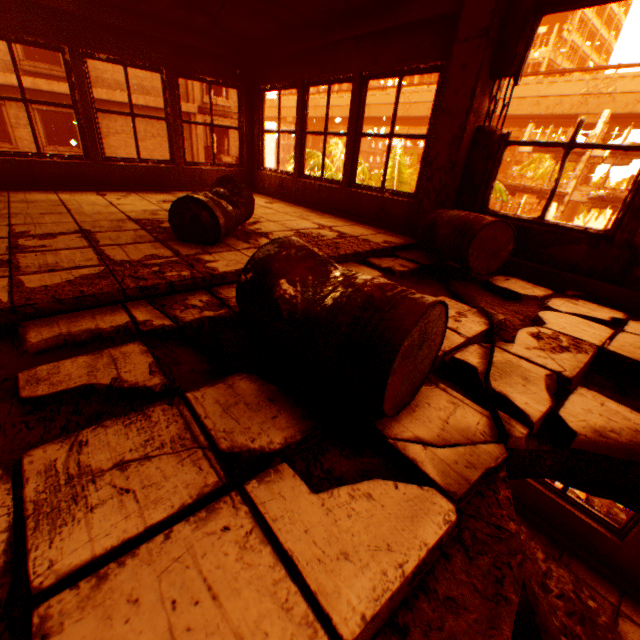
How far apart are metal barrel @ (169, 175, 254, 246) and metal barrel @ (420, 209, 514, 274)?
2.0m

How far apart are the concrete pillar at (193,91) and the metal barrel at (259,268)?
20.2m

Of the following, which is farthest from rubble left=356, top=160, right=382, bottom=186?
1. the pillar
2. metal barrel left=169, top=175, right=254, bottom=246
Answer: metal barrel left=169, top=175, right=254, bottom=246

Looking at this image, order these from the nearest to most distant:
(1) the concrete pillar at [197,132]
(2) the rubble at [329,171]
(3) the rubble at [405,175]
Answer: (2) the rubble at [329,171] → (3) the rubble at [405,175] → (1) the concrete pillar at [197,132]

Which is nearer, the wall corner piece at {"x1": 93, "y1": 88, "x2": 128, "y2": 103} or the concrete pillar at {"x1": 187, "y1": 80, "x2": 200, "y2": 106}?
the wall corner piece at {"x1": 93, "y1": 88, "x2": 128, "y2": 103}

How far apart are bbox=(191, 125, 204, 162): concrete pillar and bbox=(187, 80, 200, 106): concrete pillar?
0.3 meters

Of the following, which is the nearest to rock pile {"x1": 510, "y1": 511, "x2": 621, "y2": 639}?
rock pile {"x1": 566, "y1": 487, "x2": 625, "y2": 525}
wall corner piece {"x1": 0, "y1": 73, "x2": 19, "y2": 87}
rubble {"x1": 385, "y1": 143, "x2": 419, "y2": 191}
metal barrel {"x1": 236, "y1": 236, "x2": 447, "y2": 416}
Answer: metal barrel {"x1": 236, "y1": 236, "x2": 447, "y2": 416}

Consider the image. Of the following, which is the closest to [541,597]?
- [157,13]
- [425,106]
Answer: [157,13]
